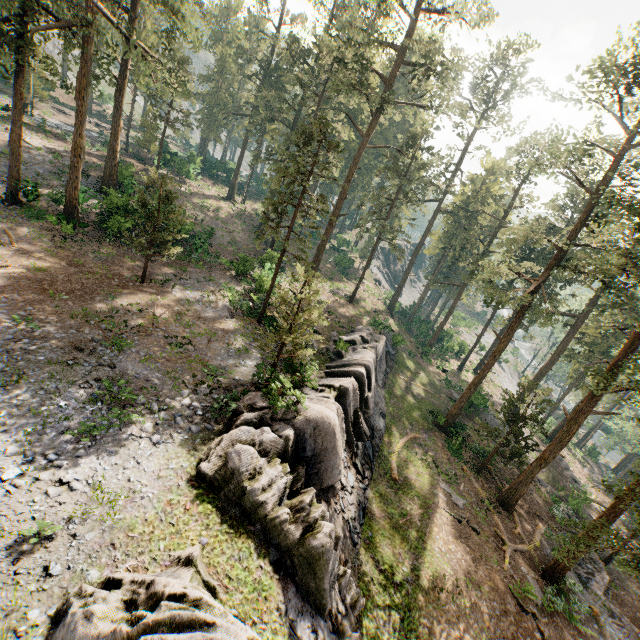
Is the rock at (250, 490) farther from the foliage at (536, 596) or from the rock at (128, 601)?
the foliage at (536, 596)

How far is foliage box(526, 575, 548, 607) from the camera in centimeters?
1736cm

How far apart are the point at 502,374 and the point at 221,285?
48.9m

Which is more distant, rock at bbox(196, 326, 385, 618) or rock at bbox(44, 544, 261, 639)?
rock at bbox(196, 326, 385, 618)

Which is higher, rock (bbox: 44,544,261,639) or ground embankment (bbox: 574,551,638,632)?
rock (bbox: 44,544,261,639)

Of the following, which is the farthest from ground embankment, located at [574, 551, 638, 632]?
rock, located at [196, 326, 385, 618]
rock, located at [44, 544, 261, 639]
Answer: rock, located at [44, 544, 261, 639]

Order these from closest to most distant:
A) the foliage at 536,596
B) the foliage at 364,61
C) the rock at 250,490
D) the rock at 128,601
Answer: the rock at 128,601, the rock at 250,490, the foliage at 536,596, the foliage at 364,61

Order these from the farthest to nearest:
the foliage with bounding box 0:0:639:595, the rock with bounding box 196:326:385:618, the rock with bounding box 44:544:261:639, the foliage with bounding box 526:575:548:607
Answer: the foliage with bounding box 0:0:639:595 → the foliage with bounding box 526:575:548:607 → the rock with bounding box 196:326:385:618 → the rock with bounding box 44:544:261:639
